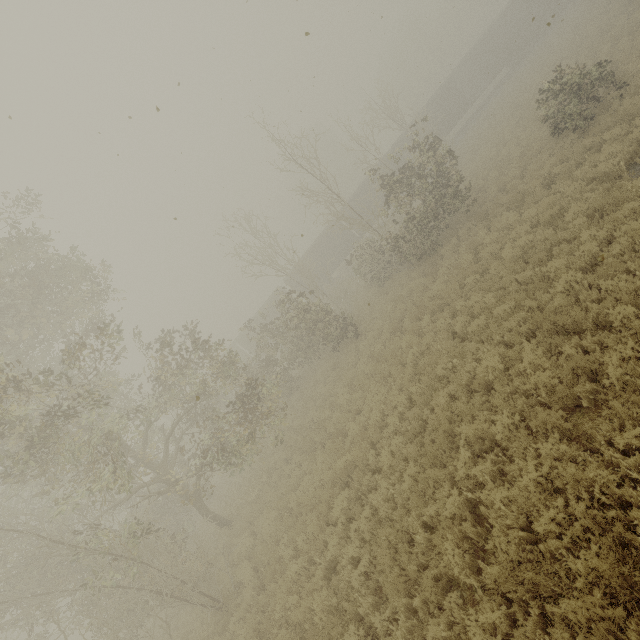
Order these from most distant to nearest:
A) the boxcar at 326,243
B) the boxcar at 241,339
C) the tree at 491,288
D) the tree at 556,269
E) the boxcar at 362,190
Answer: the boxcar at 241,339 < the boxcar at 326,243 < the boxcar at 362,190 < the tree at 491,288 < the tree at 556,269

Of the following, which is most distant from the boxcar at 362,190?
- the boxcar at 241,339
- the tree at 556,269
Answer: the tree at 556,269

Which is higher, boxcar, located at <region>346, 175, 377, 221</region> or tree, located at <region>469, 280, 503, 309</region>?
boxcar, located at <region>346, 175, 377, 221</region>

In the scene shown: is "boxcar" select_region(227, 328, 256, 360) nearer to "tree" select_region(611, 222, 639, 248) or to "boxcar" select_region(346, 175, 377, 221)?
"boxcar" select_region(346, 175, 377, 221)

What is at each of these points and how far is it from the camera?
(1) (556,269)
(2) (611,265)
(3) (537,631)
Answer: (1) tree, 8.5m
(2) tree, 7.1m
(3) tree, 4.3m

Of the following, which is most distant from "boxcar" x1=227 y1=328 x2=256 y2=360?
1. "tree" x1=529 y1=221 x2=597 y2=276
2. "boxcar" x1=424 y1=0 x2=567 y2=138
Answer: "tree" x1=529 y1=221 x2=597 y2=276
